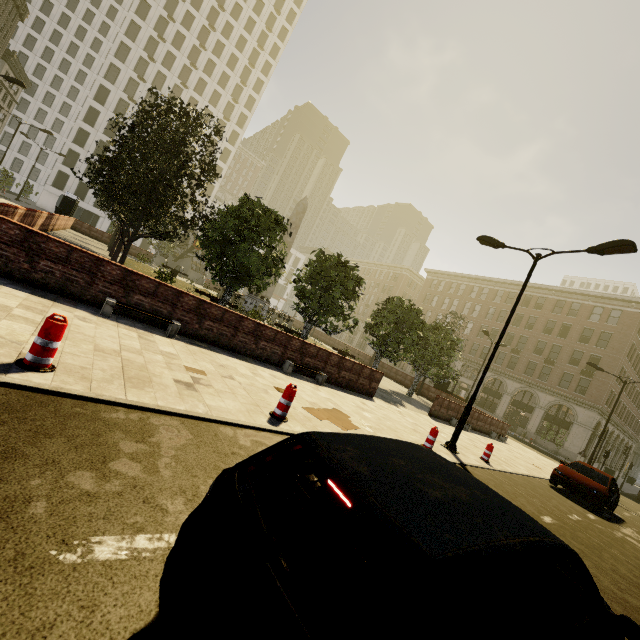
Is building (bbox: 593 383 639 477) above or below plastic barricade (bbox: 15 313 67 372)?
above

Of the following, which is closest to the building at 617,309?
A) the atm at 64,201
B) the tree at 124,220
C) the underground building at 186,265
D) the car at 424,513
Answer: the tree at 124,220

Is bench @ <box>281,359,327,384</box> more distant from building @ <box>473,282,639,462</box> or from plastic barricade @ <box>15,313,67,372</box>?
building @ <box>473,282,639,462</box>

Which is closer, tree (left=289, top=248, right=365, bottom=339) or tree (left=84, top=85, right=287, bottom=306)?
tree (left=84, top=85, right=287, bottom=306)

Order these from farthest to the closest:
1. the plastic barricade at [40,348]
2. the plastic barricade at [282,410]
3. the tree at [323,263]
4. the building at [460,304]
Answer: the building at [460,304] → the tree at [323,263] → the plastic barricade at [282,410] → the plastic barricade at [40,348]

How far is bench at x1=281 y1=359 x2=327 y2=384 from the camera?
11.0m

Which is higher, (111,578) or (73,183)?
(73,183)

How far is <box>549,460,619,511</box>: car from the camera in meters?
12.3
